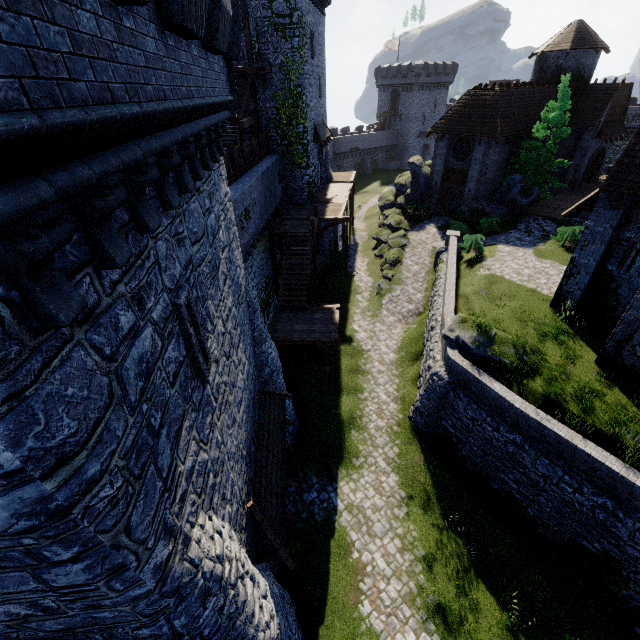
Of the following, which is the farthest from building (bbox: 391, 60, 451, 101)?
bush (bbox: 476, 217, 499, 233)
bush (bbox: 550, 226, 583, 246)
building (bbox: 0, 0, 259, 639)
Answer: building (bbox: 0, 0, 259, 639)

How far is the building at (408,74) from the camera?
57.0m

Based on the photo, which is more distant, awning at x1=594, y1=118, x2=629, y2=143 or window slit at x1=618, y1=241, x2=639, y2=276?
awning at x1=594, y1=118, x2=629, y2=143

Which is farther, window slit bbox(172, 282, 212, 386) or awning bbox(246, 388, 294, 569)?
awning bbox(246, 388, 294, 569)

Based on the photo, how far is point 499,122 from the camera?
26.2m

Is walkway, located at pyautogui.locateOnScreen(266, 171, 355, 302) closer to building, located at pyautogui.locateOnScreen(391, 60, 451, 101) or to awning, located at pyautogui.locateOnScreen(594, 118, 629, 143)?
awning, located at pyautogui.locateOnScreen(594, 118, 629, 143)

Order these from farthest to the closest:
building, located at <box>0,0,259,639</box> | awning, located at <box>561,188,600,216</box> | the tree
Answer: the tree
awning, located at <box>561,188,600,216</box>
building, located at <box>0,0,259,639</box>

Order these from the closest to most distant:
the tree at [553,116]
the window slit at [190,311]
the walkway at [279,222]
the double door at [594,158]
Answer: the window slit at [190,311], the walkway at [279,222], the tree at [553,116], the double door at [594,158]
